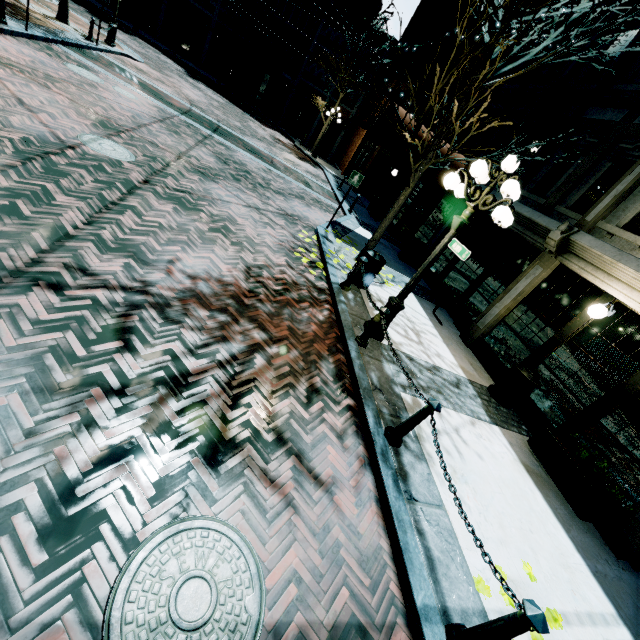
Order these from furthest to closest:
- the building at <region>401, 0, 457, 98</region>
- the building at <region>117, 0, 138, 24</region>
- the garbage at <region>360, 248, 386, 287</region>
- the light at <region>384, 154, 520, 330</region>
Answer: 1. the building at <region>117, 0, 138, 24</region>
2. the building at <region>401, 0, 457, 98</region>
3. the garbage at <region>360, 248, 386, 287</region>
4. the light at <region>384, 154, 520, 330</region>

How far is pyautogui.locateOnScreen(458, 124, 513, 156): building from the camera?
11.5 meters

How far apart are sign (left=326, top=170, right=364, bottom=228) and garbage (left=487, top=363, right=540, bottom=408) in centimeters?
667cm

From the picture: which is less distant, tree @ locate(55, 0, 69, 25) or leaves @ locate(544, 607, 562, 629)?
leaves @ locate(544, 607, 562, 629)

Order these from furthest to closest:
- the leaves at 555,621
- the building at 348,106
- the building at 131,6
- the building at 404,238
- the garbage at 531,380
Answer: the building at 131,6
the building at 348,106
the building at 404,238
the garbage at 531,380
the leaves at 555,621

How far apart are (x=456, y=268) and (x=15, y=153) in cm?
1136

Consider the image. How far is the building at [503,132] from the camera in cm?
1155

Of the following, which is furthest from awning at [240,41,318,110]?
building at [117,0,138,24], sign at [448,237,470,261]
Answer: sign at [448,237,470,261]
